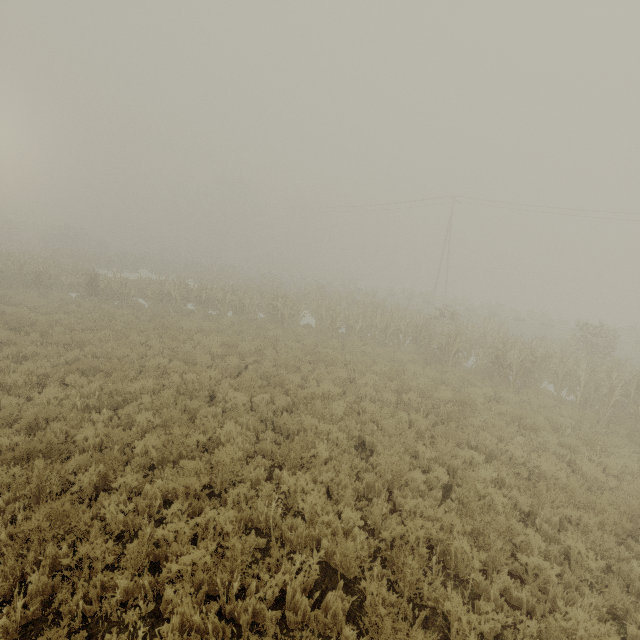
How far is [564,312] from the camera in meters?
56.8
